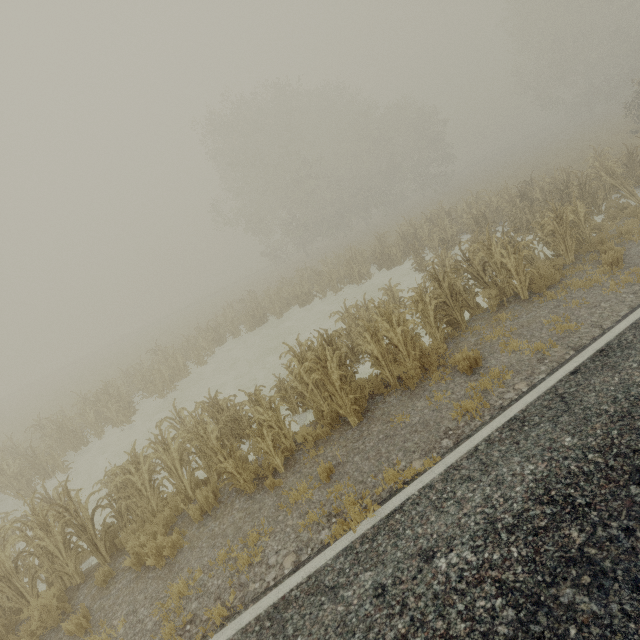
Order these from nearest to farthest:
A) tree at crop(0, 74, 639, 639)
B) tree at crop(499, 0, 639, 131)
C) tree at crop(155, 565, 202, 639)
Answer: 1. tree at crop(155, 565, 202, 639)
2. tree at crop(0, 74, 639, 639)
3. tree at crop(499, 0, 639, 131)

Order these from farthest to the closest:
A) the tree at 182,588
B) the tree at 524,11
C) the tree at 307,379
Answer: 1. the tree at 524,11
2. the tree at 307,379
3. the tree at 182,588

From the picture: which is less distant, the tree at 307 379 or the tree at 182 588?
the tree at 182 588

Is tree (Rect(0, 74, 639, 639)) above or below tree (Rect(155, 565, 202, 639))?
above

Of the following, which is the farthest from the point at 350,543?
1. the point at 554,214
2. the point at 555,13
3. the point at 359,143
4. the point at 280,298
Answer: the point at 555,13

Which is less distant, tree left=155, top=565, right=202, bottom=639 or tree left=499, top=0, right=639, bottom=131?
tree left=155, top=565, right=202, bottom=639

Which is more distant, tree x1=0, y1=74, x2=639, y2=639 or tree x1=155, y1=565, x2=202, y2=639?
tree x1=0, y1=74, x2=639, y2=639
